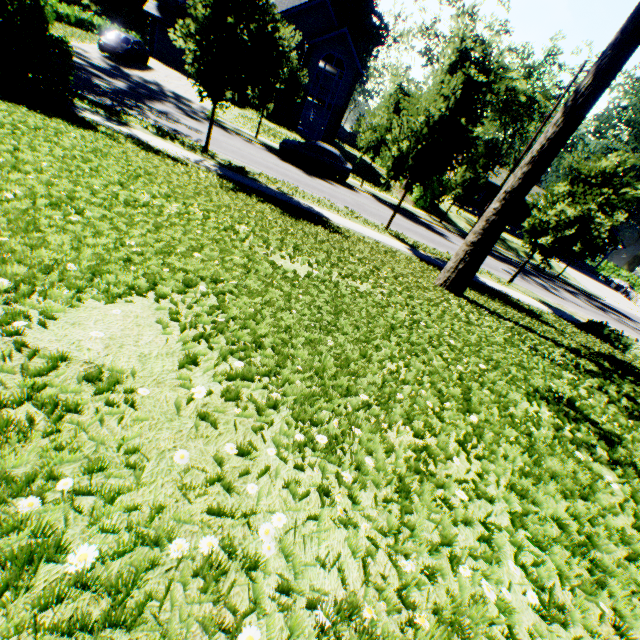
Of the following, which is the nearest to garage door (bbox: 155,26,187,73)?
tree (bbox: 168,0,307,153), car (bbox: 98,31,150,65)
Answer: car (bbox: 98,31,150,65)

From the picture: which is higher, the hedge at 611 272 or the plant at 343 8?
the plant at 343 8

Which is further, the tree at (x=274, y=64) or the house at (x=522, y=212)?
the house at (x=522, y=212)

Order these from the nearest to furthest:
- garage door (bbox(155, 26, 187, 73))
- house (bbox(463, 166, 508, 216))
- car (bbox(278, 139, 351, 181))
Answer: car (bbox(278, 139, 351, 181))
garage door (bbox(155, 26, 187, 73))
house (bbox(463, 166, 508, 216))

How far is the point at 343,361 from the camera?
3.03m

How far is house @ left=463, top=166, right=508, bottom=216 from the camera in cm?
4024

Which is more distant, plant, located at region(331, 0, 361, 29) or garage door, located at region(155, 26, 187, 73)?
plant, located at region(331, 0, 361, 29)

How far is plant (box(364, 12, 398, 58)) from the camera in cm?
5659
